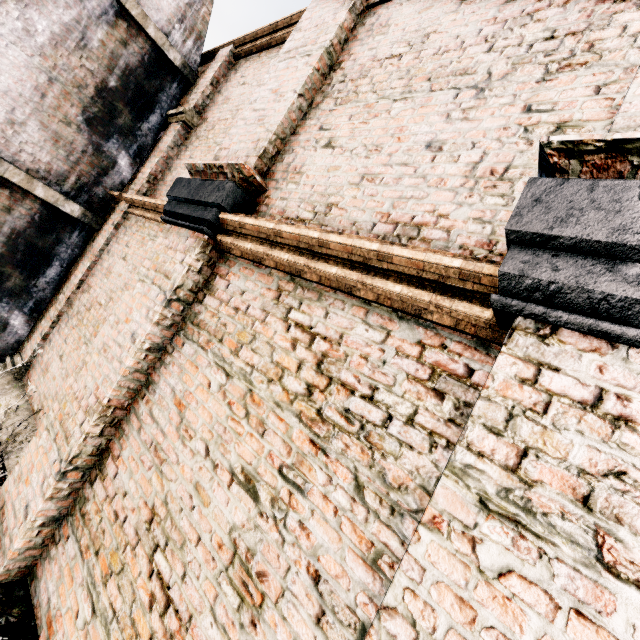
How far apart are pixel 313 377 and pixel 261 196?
2.5 meters

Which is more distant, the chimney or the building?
the chimney

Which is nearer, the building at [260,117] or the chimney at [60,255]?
the building at [260,117]
